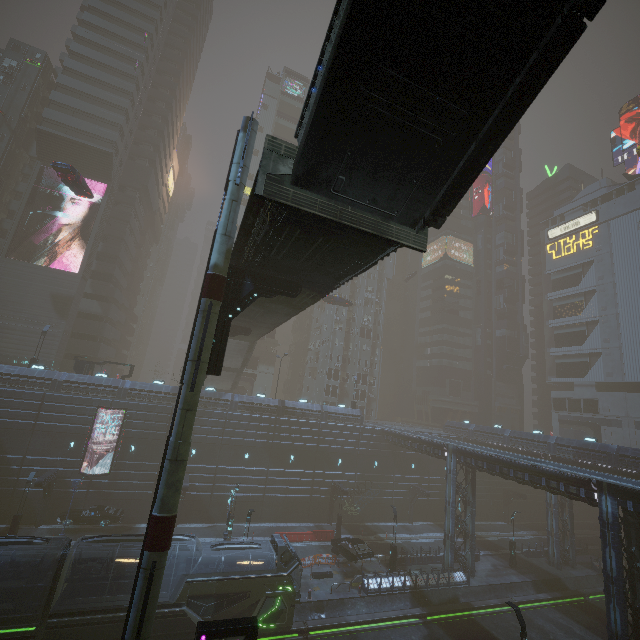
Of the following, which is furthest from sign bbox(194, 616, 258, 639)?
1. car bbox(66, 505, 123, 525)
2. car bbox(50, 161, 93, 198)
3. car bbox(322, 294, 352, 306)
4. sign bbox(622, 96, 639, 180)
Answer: sign bbox(622, 96, 639, 180)

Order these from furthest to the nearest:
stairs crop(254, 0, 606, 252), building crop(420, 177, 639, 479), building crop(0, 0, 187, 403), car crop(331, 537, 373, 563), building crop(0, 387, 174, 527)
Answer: building crop(0, 0, 187, 403) < building crop(420, 177, 639, 479) < building crop(0, 387, 174, 527) < car crop(331, 537, 373, 563) < stairs crop(254, 0, 606, 252)

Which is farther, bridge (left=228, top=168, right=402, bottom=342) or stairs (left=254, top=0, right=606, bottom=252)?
bridge (left=228, top=168, right=402, bottom=342)

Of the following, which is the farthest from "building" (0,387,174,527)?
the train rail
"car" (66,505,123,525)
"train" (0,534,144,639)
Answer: "train" (0,534,144,639)

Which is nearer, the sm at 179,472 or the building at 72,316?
the sm at 179,472

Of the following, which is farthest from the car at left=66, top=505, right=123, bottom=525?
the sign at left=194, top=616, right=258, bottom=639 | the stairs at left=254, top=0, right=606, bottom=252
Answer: the stairs at left=254, top=0, right=606, bottom=252

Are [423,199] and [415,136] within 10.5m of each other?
yes

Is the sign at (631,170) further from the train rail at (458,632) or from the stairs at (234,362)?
the stairs at (234,362)
